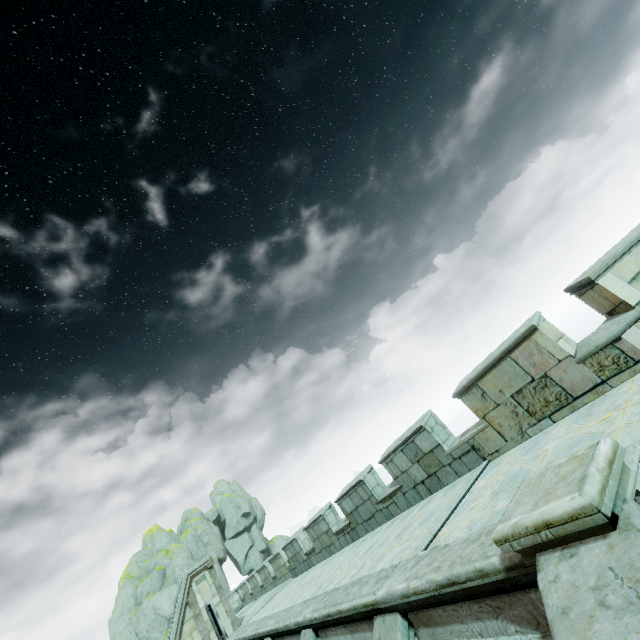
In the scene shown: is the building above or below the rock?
below

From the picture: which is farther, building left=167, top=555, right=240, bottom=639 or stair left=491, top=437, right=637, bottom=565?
building left=167, top=555, right=240, bottom=639

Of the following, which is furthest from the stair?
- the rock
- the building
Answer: the rock

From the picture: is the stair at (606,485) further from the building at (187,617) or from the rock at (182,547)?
the rock at (182,547)

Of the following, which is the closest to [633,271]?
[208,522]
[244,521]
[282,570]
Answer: [282,570]

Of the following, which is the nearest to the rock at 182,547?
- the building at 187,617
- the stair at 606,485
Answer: the building at 187,617

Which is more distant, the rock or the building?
the rock
